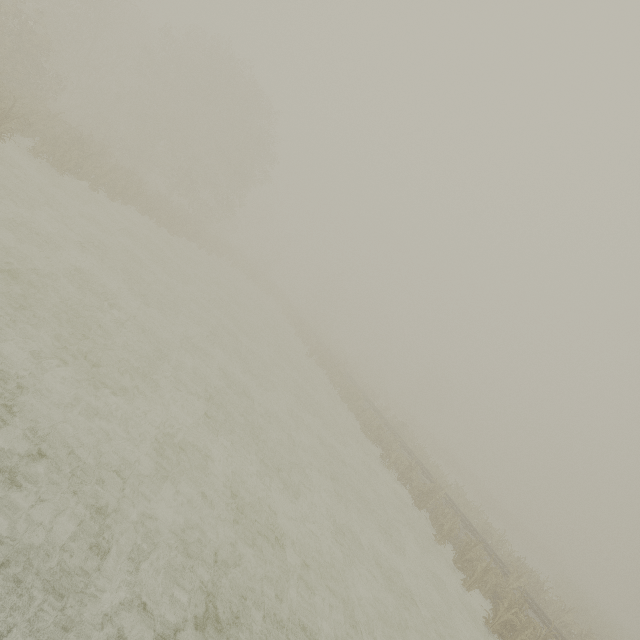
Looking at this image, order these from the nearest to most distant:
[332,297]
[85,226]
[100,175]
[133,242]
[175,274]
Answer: [85,226] < [100,175] < [133,242] < [175,274] < [332,297]
